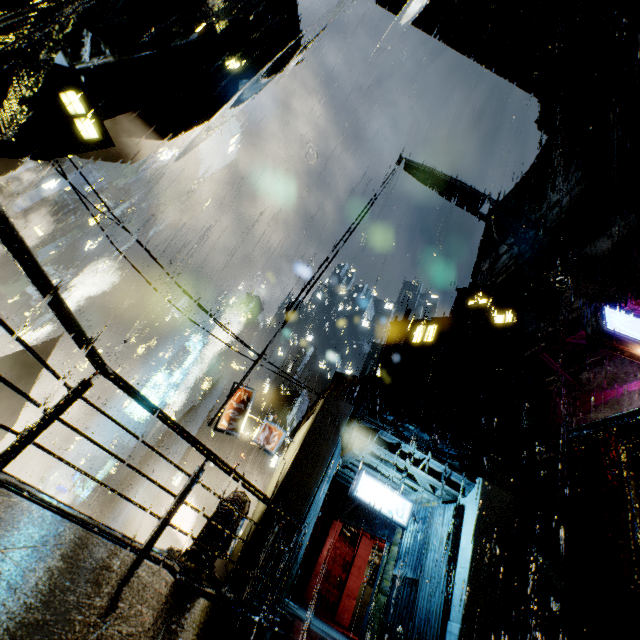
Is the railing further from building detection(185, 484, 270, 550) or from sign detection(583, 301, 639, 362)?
sign detection(583, 301, 639, 362)

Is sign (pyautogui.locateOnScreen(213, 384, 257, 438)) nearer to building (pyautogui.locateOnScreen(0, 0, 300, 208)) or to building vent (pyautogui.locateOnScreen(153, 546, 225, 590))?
building (pyautogui.locateOnScreen(0, 0, 300, 208))

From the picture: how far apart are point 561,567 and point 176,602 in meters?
15.6

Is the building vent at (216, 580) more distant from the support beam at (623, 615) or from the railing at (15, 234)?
the support beam at (623, 615)

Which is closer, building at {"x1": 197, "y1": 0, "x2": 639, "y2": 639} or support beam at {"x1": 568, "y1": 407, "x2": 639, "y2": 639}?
support beam at {"x1": 568, "y1": 407, "x2": 639, "y2": 639}

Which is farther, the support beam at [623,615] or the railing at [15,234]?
the railing at [15,234]

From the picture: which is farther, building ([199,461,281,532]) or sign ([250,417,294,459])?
sign ([250,417,294,459])

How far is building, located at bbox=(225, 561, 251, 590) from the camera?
8.9 meters
